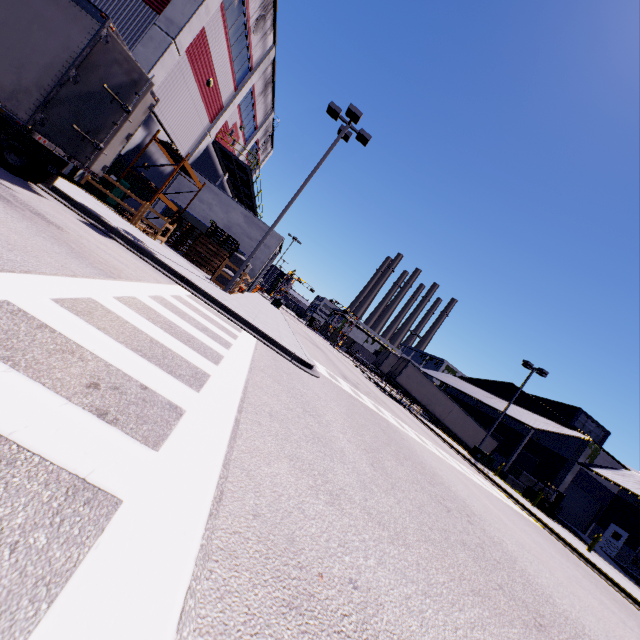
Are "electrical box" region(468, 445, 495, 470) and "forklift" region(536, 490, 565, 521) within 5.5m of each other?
yes

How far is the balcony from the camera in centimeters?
2359cm

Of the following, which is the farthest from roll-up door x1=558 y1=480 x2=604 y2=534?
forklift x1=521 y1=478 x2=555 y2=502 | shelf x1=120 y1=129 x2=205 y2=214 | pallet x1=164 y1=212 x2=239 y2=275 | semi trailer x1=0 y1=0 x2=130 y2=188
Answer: shelf x1=120 y1=129 x2=205 y2=214

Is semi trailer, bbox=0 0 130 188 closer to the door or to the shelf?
the shelf

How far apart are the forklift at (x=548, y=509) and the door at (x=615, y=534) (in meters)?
9.57

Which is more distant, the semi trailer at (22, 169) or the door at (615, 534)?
the door at (615, 534)

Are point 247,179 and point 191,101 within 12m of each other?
yes

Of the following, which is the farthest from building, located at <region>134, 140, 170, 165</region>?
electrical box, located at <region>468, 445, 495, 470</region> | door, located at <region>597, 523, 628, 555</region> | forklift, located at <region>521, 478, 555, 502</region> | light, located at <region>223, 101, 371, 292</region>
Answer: light, located at <region>223, 101, 371, 292</region>
